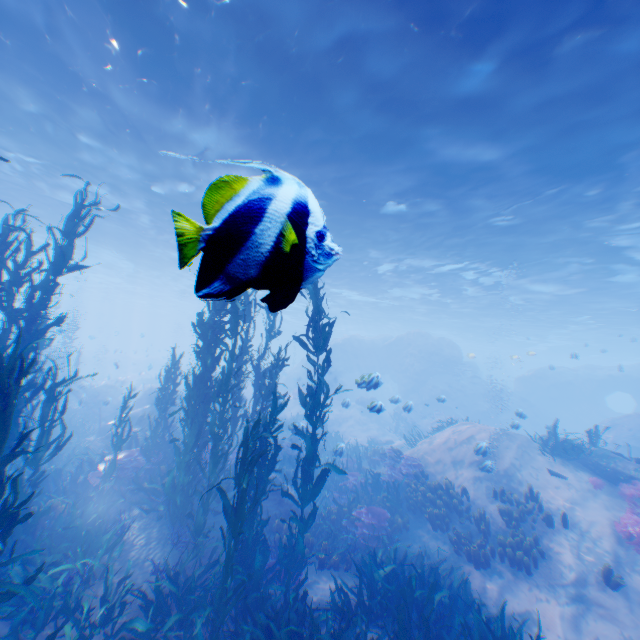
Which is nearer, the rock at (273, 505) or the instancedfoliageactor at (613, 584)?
the instancedfoliageactor at (613, 584)

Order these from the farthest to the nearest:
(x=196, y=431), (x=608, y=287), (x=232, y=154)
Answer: (x=608, y=287), (x=232, y=154), (x=196, y=431)

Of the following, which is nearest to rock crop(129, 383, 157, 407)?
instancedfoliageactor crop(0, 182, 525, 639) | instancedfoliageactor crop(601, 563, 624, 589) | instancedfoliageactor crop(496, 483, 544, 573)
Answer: instancedfoliageactor crop(0, 182, 525, 639)

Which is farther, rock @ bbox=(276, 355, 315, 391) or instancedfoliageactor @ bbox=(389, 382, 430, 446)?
→ rock @ bbox=(276, 355, 315, 391)

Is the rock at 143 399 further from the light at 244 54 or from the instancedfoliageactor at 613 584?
the instancedfoliageactor at 613 584

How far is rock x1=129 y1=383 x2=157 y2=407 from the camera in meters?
21.2 m

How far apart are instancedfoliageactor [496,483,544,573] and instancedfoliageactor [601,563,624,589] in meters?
1.7 m
